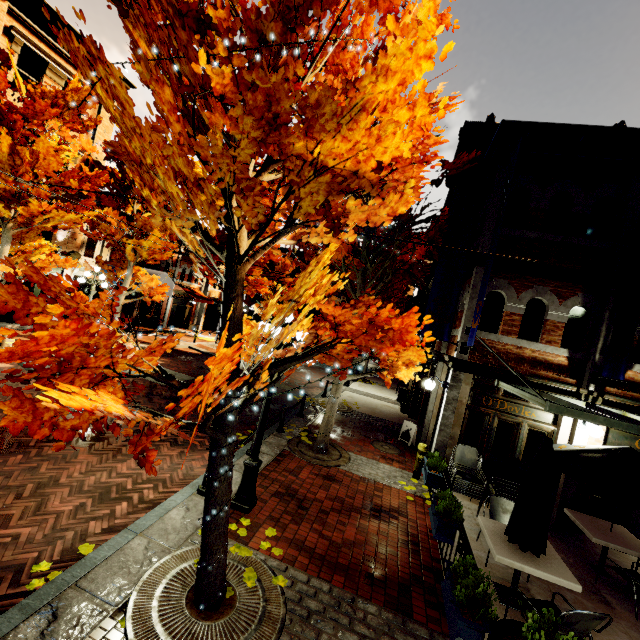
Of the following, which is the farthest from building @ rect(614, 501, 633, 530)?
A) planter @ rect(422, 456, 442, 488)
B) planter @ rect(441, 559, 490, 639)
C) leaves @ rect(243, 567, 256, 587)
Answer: leaves @ rect(243, 567, 256, 587)

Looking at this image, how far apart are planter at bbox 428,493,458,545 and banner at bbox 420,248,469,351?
4.0m

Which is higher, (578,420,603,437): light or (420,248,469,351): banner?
(420,248,469,351): banner

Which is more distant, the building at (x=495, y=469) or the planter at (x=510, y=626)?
the building at (x=495, y=469)

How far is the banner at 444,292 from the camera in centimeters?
872cm

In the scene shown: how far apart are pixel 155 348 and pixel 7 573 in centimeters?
383cm

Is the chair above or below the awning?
below

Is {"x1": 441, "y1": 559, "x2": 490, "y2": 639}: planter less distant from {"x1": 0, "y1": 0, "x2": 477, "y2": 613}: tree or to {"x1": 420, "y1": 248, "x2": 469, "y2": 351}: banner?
{"x1": 0, "y1": 0, "x2": 477, "y2": 613}: tree
